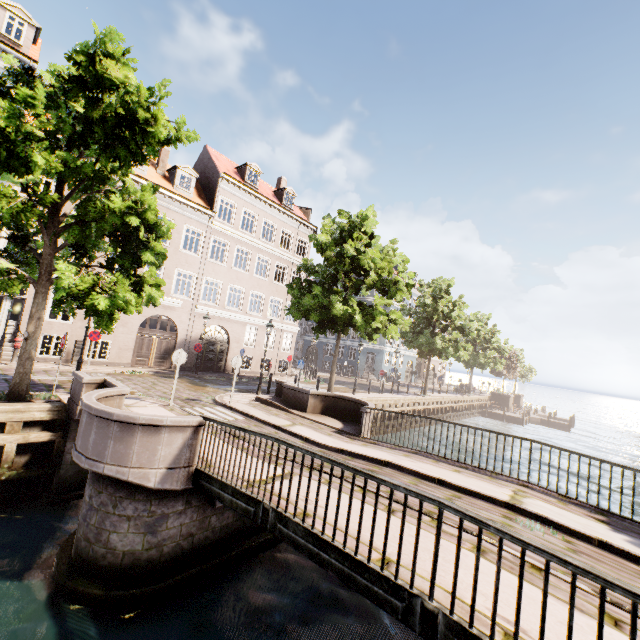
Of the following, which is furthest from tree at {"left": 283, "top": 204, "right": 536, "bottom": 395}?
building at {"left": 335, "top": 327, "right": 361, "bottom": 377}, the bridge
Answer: building at {"left": 335, "top": 327, "right": 361, "bottom": 377}

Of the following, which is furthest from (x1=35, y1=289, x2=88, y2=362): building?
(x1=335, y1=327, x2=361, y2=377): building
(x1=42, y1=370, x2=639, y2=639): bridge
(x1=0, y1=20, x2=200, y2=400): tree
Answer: (x1=335, y1=327, x2=361, y2=377): building

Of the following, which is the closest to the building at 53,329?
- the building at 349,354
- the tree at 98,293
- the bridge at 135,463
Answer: the tree at 98,293

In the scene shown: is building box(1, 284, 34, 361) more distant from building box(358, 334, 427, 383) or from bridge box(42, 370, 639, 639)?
building box(358, 334, 427, 383)

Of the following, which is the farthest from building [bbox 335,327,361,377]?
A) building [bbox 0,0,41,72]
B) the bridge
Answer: building [bbox 0,0,41,72]

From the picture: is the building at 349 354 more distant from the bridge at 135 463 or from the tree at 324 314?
the bridge at 135 463

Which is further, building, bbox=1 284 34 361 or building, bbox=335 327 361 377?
building, bbox=335 327 361 377

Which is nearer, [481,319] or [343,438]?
[343,438]
